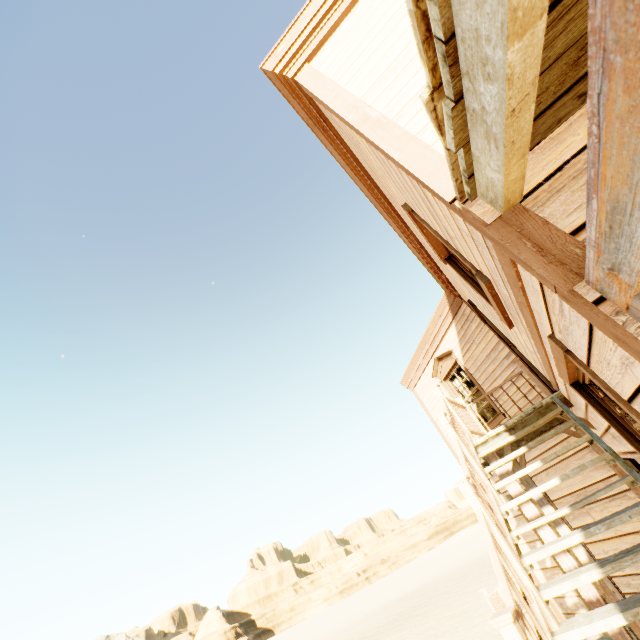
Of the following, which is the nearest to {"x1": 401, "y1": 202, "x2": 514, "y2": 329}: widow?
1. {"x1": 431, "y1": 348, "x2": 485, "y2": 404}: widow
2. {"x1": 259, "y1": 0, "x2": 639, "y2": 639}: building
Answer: {"x1": 259, "y1": 0, "x2": 639, "y2": 639}: building

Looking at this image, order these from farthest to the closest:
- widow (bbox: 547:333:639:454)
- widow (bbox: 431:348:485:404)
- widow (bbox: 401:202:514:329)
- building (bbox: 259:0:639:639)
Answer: widow (bbox: 431:348:485:404) < widow (bbox: 401:202:514:329) < widow (bbox: 547:333:639:454) < building (bbox: 259:0:639:639)

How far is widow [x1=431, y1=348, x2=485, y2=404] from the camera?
8.40m

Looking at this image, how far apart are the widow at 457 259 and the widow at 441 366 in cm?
488

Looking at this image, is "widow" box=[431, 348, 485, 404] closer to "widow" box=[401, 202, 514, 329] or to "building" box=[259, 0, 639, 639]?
"building" box=[259, 0, 639, 639]

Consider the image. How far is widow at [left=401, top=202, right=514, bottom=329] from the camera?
2.8 meters

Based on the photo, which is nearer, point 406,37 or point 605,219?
point 605,219

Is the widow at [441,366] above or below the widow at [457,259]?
above
